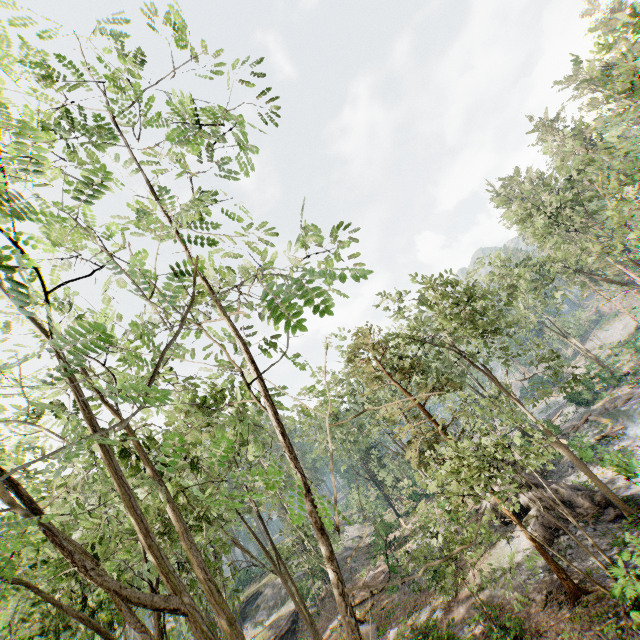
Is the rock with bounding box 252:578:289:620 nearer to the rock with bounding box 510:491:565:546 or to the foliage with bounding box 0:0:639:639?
the foliage with bounding box 0:0:639:639

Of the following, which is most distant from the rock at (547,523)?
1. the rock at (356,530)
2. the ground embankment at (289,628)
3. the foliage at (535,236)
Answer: the ground embankment at (289,628)

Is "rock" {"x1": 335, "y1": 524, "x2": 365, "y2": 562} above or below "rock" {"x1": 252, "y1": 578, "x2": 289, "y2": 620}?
below

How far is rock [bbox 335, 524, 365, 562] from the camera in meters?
41.2 m

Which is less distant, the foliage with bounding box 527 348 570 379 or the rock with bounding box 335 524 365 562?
the foliage with bounding box 527 348 570 379

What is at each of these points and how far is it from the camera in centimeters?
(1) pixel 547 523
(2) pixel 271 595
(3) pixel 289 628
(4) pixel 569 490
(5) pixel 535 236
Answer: (1) rock, 1820cm
(2) rock, 4031cm
(3) ground embankment, 3128cm
(4) rock, 1989cm
(5) foliage, 2533cm

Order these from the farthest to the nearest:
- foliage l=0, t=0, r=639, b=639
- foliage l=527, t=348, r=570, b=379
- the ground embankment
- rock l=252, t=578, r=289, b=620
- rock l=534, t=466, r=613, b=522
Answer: rock l=252, t=578, r=289, b=620, the ground embankment, rock l=534, t=466, r=613, b=522, foliage l=527, t=348, r=570, b=379, foliage l=0, t=0, r=639, b=639

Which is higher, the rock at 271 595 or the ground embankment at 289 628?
the rock at 271 595
